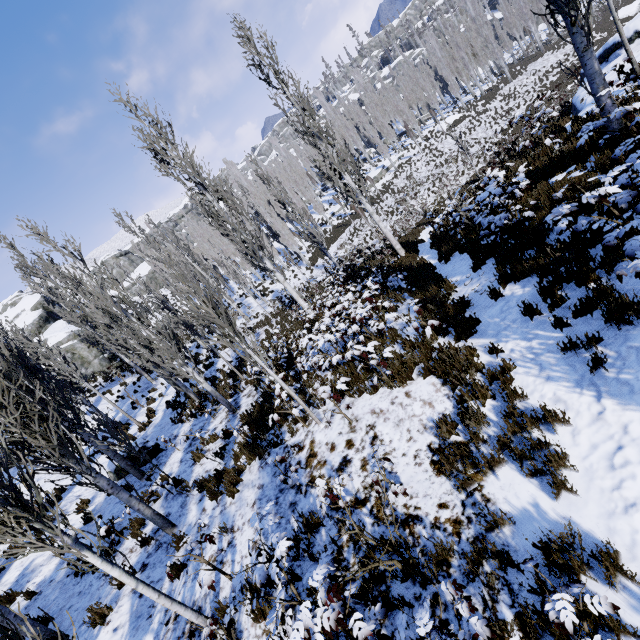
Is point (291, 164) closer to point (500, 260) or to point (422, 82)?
point (422, 82)

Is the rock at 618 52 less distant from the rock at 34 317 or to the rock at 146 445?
the rock at 146 445

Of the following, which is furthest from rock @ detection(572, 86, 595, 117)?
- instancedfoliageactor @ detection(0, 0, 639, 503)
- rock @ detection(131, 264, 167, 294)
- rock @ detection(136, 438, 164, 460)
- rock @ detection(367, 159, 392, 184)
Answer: rock @ detection(131, 264, 167, 294)

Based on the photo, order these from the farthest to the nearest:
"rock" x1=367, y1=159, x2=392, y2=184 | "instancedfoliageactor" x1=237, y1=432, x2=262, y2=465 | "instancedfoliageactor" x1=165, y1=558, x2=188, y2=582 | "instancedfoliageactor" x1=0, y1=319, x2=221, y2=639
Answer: "rock" x1=367, y1=159, x2=392, y2=184 < "instancedfoliageactor" x1=237, y1=432, x2=262, y2=465 < "instancedfoliageactor" x1=165, y1=558, x2=188, y2=582 < "instancedfoliageactor" x1=0, y1=319, x2=221, y2=639

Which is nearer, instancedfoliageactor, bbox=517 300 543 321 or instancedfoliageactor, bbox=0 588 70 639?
instancedfoliageactor, bbox=0 588 70 639

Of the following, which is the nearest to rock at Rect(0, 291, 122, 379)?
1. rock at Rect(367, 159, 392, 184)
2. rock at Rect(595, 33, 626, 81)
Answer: rock at Rect(367, 159, 392, 184)

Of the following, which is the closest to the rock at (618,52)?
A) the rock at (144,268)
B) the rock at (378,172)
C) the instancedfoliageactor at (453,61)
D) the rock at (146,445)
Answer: the instancedfoliageactor at (453,61)
